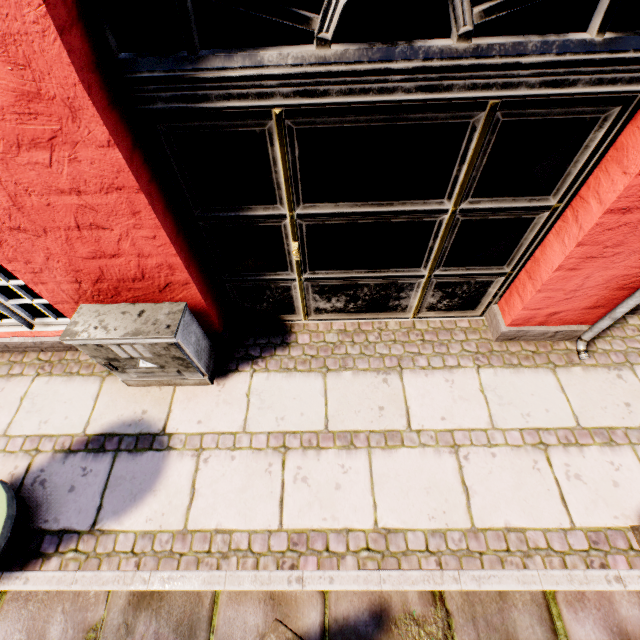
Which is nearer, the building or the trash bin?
the building

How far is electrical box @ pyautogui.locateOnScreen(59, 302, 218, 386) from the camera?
2.2 meters

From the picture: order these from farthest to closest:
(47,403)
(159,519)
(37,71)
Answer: (47,403), (159,519), (37,71)

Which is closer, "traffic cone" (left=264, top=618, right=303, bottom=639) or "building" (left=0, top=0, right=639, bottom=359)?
"building" (left=0, top=0, right=639, bottom=359)

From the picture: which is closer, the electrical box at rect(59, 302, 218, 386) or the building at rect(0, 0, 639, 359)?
the building at rect(0, 0, 639, 359)

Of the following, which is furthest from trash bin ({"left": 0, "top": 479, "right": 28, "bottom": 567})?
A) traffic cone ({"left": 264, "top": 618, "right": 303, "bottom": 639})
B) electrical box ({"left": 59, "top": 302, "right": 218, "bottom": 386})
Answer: A: traffic cone ({"left": 264, "top": 618, "right": 303, "bottom": 639})

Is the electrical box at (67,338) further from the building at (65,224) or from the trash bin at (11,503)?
the trash bin at (11,503)

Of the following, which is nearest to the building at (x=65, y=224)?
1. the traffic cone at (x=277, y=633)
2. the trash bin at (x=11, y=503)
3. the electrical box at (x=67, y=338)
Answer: the electrical box at (x=67, y=338)
